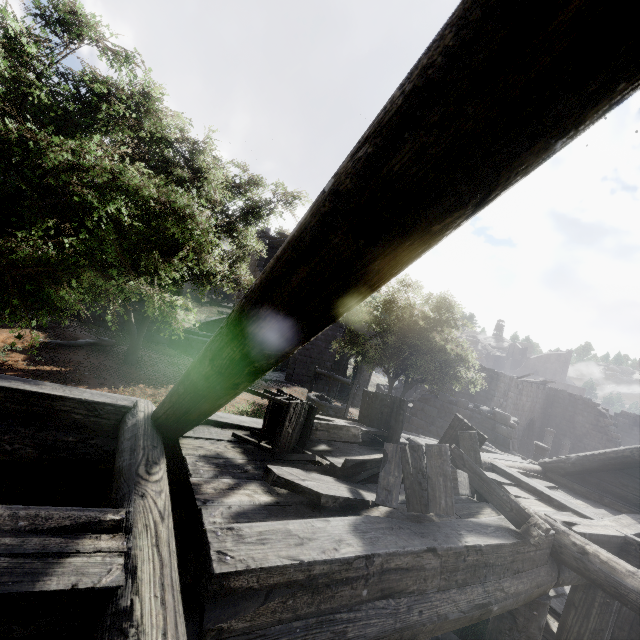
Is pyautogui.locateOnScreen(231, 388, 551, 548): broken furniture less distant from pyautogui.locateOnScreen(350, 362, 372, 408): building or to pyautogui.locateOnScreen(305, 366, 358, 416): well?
pyautogui.locateOnScreen(350, 362, 372, 408): building

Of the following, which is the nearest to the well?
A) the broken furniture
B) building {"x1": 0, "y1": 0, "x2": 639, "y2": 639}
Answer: building {"x1": 0, "y1": 0, "x2": 639, "y2": 639}

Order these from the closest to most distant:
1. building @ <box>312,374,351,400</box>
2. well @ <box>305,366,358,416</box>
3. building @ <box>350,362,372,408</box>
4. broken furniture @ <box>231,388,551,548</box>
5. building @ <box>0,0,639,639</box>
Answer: building @ <box>0,0,639,639</box> → broken furniture @ <box>231,388,551,548</box> → well @ <box>305,366,358,416</box> → building @ <box>312,374,351,400</box> → building @ <box>350,362,372,408</box>

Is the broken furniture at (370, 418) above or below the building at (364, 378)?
above

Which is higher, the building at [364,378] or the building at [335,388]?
the building at [364,378]

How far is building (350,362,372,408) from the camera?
25.2 meters

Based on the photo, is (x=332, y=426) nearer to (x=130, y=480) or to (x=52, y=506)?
(x=130, y=480)

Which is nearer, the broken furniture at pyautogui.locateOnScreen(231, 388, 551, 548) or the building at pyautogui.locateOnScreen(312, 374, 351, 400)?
the broken furniture at pyautogui.locateOnScreen(231, 388, 551, 548)
